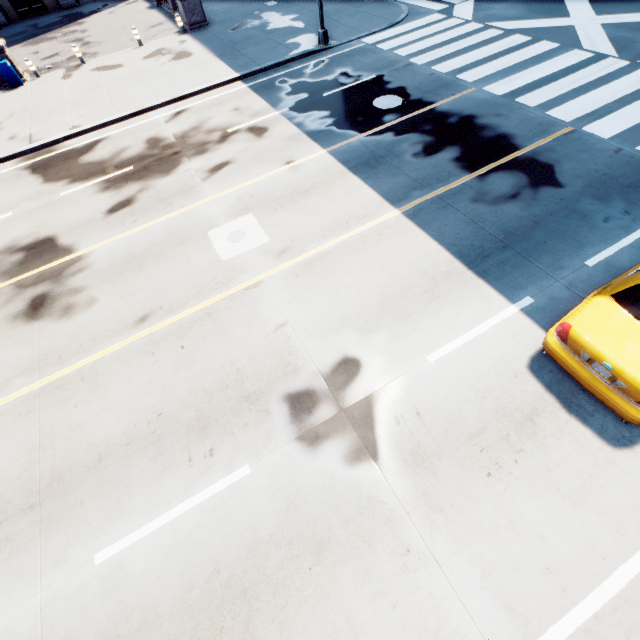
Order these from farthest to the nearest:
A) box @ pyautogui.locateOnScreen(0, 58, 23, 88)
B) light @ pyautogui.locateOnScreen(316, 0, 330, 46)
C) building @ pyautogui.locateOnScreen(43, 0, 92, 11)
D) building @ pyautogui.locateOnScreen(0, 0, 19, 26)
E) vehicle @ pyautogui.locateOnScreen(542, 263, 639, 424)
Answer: building @ pyautogui.locateOnScreen(43, 0, 92, 11)
building @ pyautogui.locateOnScreen(0, 0, 19, 26)
box @ pyautogui.locateOnScreen(0, 58, 23, 88)
light @ pyautogui.locateOnScreen(316, 0, 330, 46)
vehicle @ pyautogui.locateOnScreen(542, 263, 639, 424)

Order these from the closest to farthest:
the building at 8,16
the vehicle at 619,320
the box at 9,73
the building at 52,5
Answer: the vehicle at 619,320 → the box at 9,73 → the building at 8,16 → the building at 52,5

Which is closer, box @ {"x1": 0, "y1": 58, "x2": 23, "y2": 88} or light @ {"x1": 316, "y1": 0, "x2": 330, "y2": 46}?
light @ {"x1": 316, "y1": 0, "x2": 330, "y2": 46}

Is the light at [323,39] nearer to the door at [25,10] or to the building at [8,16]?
the building at [8,16]

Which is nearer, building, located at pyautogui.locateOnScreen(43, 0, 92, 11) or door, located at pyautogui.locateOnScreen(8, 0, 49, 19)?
door, located at pyautogui.locateOnScreen(8, 0, 49, 19)

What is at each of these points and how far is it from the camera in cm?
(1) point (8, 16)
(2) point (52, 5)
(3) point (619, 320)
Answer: (1) building, 2845
(2) building, 2922
(3) vehicle, 479

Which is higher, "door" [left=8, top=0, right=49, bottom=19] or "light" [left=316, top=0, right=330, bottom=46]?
"door" [left=8, top=0, right=49, bottom=19]

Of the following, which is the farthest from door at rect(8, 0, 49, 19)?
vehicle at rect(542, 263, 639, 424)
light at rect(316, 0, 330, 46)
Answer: vehicle at rect(542, 263, 639, 424)
